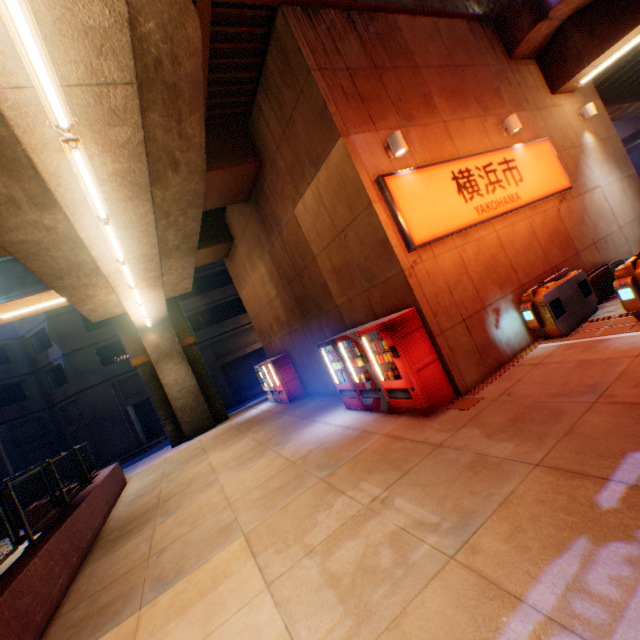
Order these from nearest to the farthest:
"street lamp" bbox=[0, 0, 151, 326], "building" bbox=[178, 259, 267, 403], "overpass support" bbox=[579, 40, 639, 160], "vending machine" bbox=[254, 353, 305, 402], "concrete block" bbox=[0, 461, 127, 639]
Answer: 1. "street lamp" bbox=[0, 0, 151, 326]
2. "concrete block" bbox=[0, 461, 127, 639]
3. "vending machine" bbox=[254, 353, 305, 402]
4. "overpass support" bbox=[579, 40, 639, 160]
5. "building" bbox=[178, 259, 267, 403]

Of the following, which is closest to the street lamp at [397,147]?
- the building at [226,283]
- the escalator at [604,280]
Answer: the escalator at [604,280]

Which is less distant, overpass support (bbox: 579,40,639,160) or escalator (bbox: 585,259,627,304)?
escalator (bbox: 585,259,627,304)

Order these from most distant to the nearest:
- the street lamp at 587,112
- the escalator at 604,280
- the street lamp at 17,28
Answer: the street lamp at 587,112
the escalator at 604,280
the street lamp at 17,28

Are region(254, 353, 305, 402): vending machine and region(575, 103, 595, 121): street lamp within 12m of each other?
no

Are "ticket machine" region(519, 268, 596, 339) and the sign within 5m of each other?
yes

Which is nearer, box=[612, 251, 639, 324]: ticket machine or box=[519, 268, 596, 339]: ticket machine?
box=[612, 251, 639, 324]: ticket machine

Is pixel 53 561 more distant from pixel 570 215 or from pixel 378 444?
pixel 570 215
